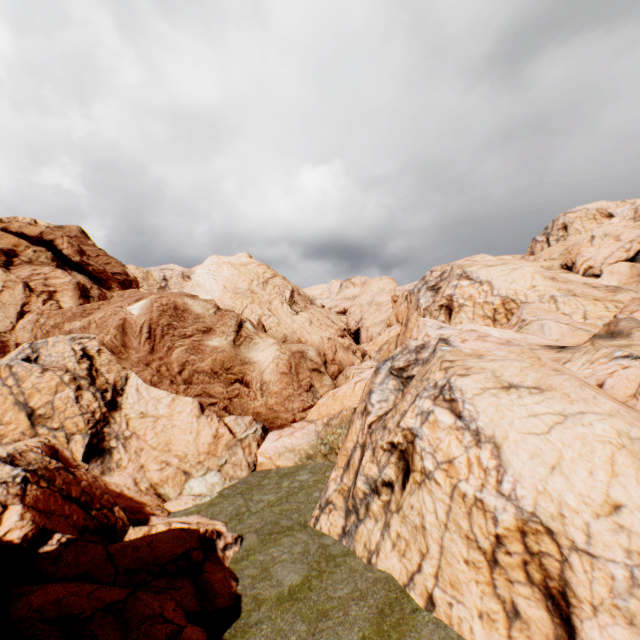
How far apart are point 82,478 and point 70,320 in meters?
16.1
